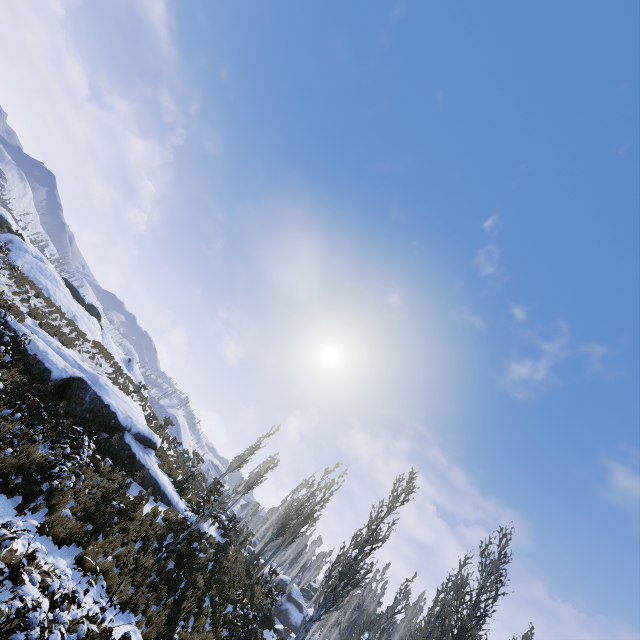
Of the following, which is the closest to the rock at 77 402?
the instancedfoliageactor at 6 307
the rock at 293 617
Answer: the instancedfoliageactor at 6 307

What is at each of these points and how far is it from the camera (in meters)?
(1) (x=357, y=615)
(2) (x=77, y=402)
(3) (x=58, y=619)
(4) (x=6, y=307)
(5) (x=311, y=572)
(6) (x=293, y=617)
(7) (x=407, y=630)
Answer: (1) instancedfoliageactor, 31.34
(2) rock, 14.23
(3) instancedfoliageactor, 4.43
(4) instancedfoliageactor, 11.88
(5) instancedfoliageactor, 49.78
(6) rock, 38.59
(7) instancedfoliageactor, 34.38

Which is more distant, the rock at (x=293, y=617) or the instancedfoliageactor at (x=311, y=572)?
the instancedfoliageactor at (x=311, y=572)

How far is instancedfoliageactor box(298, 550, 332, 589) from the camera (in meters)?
48.94

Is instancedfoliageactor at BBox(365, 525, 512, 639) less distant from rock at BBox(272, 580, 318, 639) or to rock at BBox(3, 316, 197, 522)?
rock at BBox(272, 580, 318, 639)

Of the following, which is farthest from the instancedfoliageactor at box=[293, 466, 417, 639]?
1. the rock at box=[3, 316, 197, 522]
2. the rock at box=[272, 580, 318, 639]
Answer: the rock at box=[3, 316, 197, 522]
